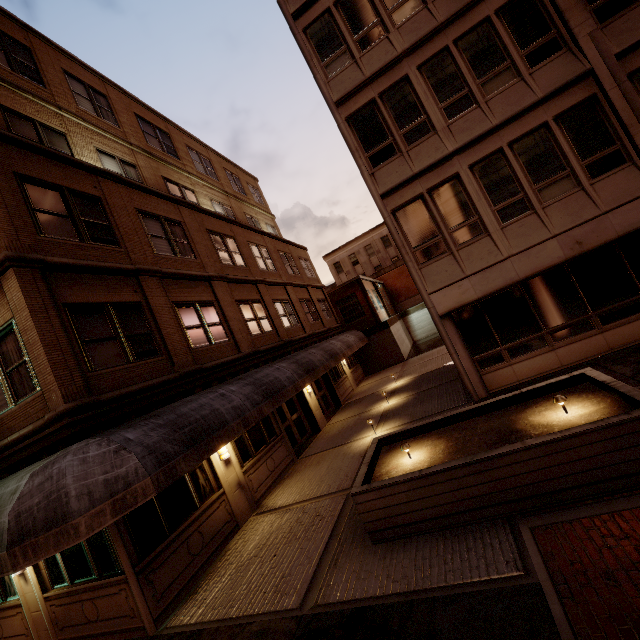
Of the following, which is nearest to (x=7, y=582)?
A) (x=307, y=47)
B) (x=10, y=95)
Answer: (x=10, y=95)

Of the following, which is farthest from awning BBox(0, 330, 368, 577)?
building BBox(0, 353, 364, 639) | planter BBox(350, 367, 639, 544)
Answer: planter BBox(350, 367, 639, 544)

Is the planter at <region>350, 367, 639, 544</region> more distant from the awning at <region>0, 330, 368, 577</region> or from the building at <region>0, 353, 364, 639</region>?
the building at <region>0, 353, 364, 639</region>

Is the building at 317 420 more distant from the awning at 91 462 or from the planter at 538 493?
the planter at 538 493

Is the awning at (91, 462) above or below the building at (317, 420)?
above

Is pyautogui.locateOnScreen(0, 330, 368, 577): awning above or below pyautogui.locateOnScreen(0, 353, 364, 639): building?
above

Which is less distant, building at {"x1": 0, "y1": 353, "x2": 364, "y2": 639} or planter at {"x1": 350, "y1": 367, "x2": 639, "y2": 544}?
planter at {"x1": 350, "y1": 367, "x2": 639, "y2": 544}
